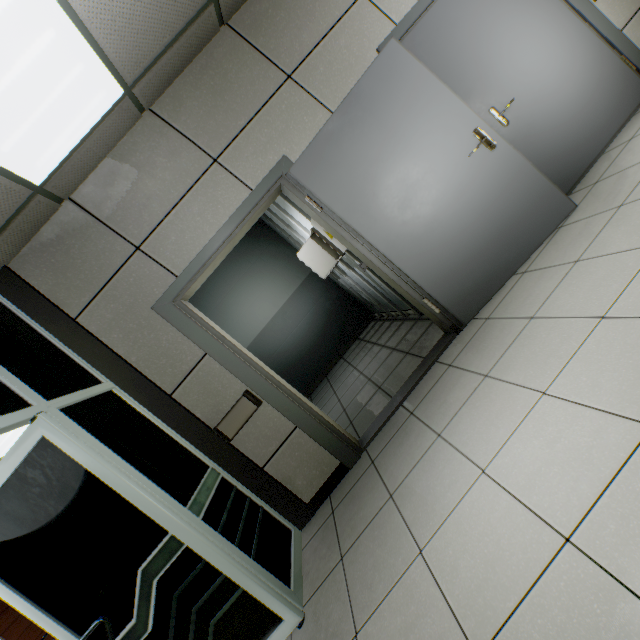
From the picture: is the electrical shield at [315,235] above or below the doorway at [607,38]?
above

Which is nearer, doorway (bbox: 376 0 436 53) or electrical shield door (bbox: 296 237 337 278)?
doorway (bbox: 376 0 436 53)

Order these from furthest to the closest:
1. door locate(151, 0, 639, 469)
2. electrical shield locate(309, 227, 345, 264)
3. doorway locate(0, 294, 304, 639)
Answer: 1. electrical shield locate(309, 227, 345, 264)
2. door locate(151, 0, 639, 469)
3. doorway locate(0, 294, 304, 639)

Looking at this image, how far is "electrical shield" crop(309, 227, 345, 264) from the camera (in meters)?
3.91

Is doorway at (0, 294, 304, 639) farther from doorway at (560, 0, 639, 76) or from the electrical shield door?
doorway at (560, 0, 639, 76)

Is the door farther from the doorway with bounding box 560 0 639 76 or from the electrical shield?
the electrical shield

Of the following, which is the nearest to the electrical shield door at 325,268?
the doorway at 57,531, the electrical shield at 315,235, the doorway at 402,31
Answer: the electrical shield at 315,235

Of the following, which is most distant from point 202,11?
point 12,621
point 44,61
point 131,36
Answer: point 12,621
